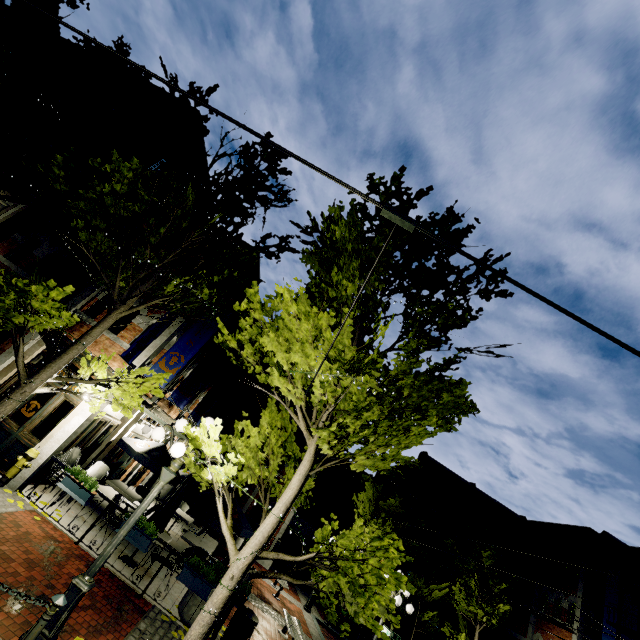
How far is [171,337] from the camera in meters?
10.6

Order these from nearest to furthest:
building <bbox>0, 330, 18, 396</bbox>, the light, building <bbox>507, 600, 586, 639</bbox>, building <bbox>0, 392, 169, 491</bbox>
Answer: the light < building <bbox>0, 392, 169, 491</bbox> < building <bbox>0, 330, 18, 396</bbox> < building <bbox>507, 600, 586, 639</bbox>

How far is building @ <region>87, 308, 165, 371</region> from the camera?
10.0 meters

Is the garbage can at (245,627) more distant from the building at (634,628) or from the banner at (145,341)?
the building at (634,628)

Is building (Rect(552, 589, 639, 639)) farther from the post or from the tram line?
the post

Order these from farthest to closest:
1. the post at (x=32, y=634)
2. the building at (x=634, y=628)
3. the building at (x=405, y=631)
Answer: the building at (x=405, y=631) < the building at (x=634, y=628) < the post at (x=32, y=634)

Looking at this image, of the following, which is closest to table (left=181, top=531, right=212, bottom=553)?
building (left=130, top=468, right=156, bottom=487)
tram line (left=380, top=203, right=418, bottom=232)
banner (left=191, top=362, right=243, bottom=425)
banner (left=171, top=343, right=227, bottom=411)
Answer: banner (left=171, top=343, right=227, bottom=411)

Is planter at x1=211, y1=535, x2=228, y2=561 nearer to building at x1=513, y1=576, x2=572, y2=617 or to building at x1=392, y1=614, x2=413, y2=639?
building at x1=392, y1=614, x2=413, y2=639
